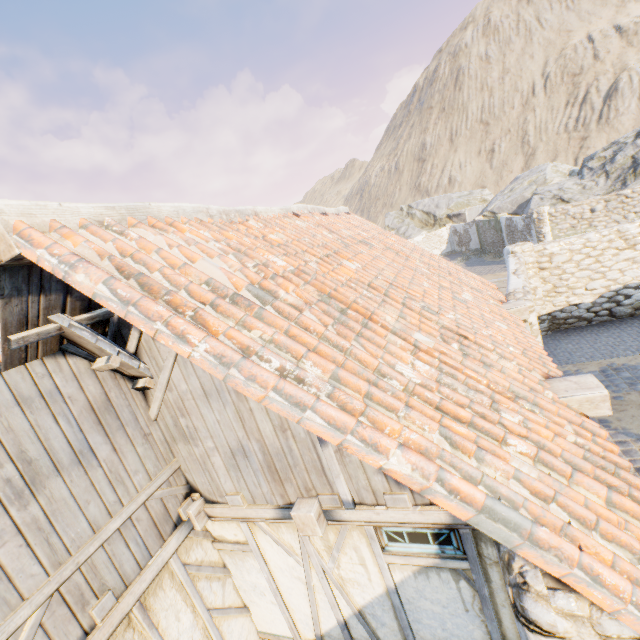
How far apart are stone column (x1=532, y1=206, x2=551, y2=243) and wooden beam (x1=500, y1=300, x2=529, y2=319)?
16.4m

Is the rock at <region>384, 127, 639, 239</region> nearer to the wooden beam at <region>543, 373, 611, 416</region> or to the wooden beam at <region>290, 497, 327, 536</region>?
the wooden beam at <region>543, 373, 611, 416</region>

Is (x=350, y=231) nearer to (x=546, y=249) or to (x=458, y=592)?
(x=458, y=592)

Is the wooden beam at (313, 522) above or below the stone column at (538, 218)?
above

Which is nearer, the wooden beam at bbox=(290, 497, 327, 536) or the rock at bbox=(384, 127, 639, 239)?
the wooden beam at bbox=(290, 497, 327, 536)

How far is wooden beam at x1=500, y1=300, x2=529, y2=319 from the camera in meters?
5.6

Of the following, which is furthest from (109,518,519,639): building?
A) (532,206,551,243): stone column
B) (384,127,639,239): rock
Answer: (384,127,639,239): rock

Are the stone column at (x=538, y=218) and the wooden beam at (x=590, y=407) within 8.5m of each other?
no
